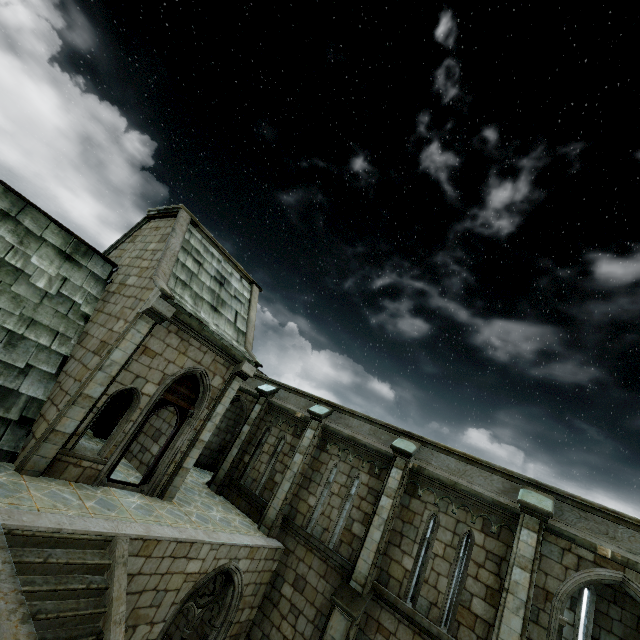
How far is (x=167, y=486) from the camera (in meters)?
9.70
